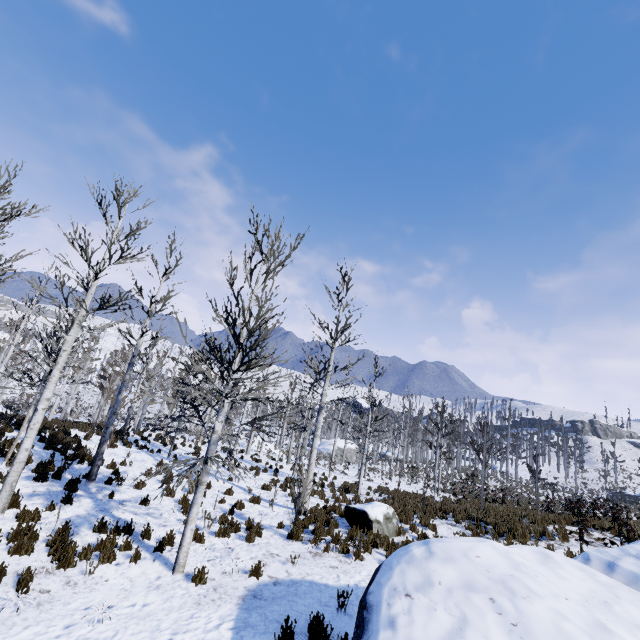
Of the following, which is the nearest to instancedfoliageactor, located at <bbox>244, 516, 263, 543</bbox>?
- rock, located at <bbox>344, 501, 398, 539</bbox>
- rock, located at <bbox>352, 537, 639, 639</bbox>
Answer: rock, located at <bbox>344, 501, 398, 539</bbox>

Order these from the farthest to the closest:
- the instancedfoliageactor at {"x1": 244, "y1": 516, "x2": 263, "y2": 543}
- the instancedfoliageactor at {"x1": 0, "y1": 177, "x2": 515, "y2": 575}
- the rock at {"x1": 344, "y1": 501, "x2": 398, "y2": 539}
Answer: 1. the rock at {"x1": 344, "y1": 501, "x2": 398, "y2": 539}
2. the instancedfoliageactor at {"x1": 244, "y1": 516, "x2": 263, "y2": 543}
3. the instancedfoliageactor at {"x1": 0, "y1": 177, "x2": 515, "y2": 575}

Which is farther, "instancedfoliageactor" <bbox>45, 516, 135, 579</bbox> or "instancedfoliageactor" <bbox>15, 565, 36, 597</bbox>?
"instancedfoliageactor" <bbox>45, 516, 135, 579</bbox>

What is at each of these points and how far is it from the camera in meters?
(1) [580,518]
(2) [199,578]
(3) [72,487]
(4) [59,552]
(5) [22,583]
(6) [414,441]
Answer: (1) instancedfoliageactor, 11.7
(2) instancedfoliageactor, 6.8
(3) instancedfoliageactor, 10.2
(4) instancedfoliageactor, 6.8
(5) instancedfoliageactor, 5.8
(6) instancedfoliageactor, 56.3

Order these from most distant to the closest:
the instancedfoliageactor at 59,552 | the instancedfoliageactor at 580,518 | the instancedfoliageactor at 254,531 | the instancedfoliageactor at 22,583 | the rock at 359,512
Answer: the instancedfoliageactor at 580,518 < the rock at 359,512 < the instancedfoliageactor at 254,531 < the instancedfoliageactor at 59,552 < the instancedfoliageactor at 22,583

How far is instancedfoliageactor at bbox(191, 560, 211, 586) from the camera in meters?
6.8

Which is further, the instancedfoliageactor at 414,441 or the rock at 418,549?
the instancedfoliageactor at 414,441

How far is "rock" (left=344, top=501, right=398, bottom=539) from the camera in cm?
1012
